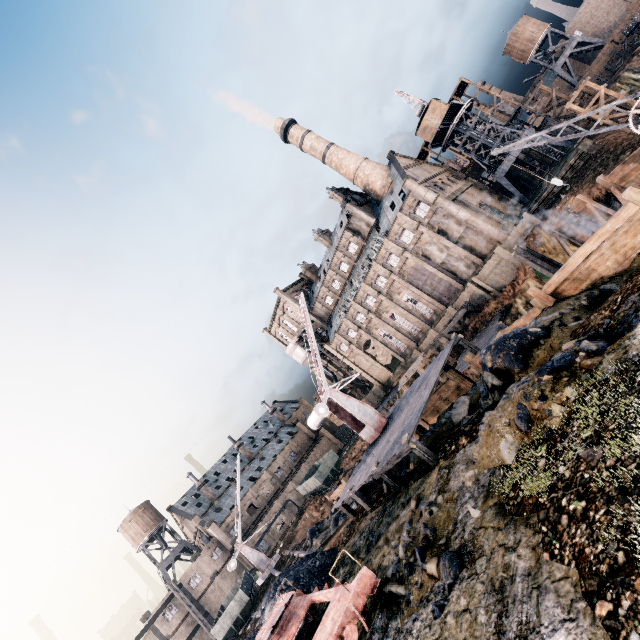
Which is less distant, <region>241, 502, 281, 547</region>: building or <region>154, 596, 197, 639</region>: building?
<region>154, 596, 197, 639</region>: building

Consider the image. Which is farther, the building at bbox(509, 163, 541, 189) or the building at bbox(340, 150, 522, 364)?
the building at bbox(509, 163, 541, 189)

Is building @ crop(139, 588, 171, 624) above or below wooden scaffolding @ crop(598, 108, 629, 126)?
above

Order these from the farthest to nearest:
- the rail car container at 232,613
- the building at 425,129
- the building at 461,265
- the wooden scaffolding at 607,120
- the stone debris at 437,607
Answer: the building at 425,129 → the building at 461,265 → the wooden scaffolding at 607,120 → the rail car container at 232,613 → the stone debris at 437,607

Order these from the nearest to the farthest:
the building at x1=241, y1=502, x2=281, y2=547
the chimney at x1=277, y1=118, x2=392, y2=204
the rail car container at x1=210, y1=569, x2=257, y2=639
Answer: the rail car container at x1=210, y1=569, x2=257, y2=639 < the chimney at x1=277, y1=118, x2=392, y2=204 < the building at x1=241, y1=502, x2=281, y2=547

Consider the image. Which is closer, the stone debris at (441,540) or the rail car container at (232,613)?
the stone debris at (441,540)

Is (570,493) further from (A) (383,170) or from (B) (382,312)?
(A) (383,170)

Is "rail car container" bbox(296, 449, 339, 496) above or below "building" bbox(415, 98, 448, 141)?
below
